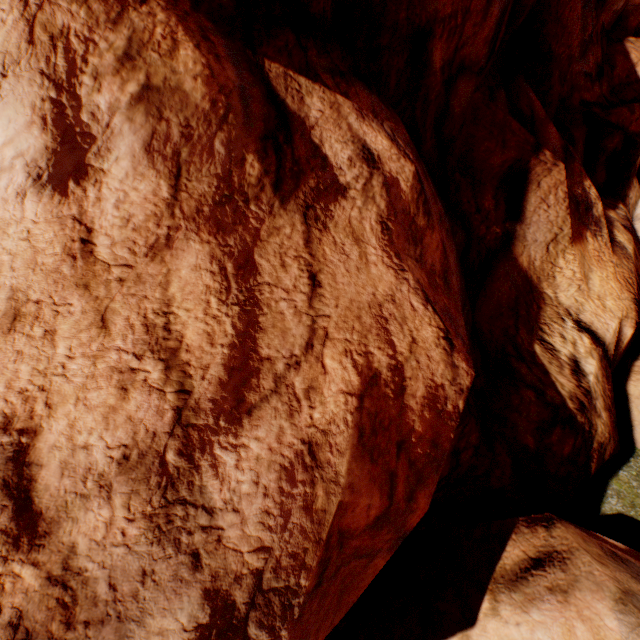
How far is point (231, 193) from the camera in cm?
225
